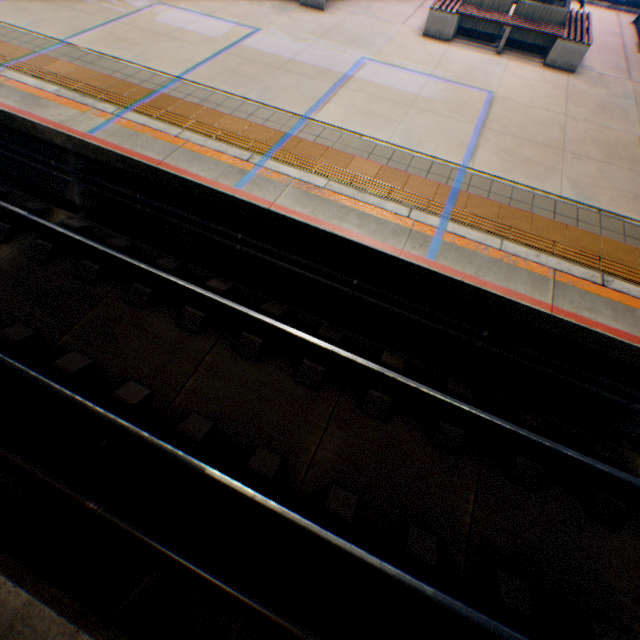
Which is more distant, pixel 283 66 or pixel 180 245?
pixel 283 66

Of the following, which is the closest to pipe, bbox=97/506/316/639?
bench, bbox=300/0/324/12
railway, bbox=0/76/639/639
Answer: railway, bbox=0/76/639/639

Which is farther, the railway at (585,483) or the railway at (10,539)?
the railway at (585,483)

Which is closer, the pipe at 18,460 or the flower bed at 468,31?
the pipe at 18,460

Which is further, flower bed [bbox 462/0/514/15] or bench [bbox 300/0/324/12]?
bench [bbox 300/0/324/12]

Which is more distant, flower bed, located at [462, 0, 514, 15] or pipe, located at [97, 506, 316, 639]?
flower bed, located at [462, 0, 514, 15]

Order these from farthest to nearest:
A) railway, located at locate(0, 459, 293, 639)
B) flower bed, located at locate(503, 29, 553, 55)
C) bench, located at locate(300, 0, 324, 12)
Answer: bench, located at locate(300, 0, 324, 12)
flower bed, located at locate(503, 29, 553, 55)
railway, located at locate(0, 459, 293, 639)
